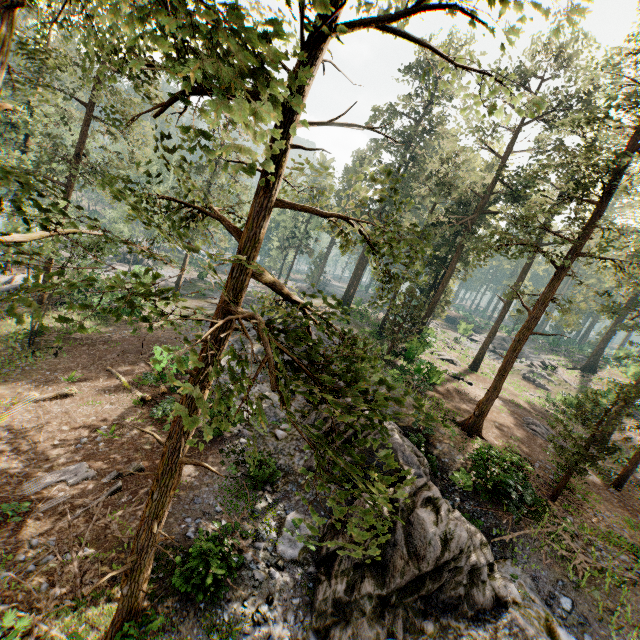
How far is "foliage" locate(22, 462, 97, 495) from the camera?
11.1 meters

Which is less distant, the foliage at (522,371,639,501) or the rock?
the rock

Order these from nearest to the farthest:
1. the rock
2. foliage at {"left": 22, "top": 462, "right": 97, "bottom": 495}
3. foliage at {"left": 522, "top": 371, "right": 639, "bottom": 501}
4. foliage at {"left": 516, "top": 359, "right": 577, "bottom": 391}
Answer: the rock < foliage at {"left": 22, "top": 462, "right": 97, "bottom": 495} < foliage at {"left": 522, "top": 371, "right": 639, "bottom": 501} < foliage at {"left": 516, "top": 359, "right": 577, "bottom": 391}

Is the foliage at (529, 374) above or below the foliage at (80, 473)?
above

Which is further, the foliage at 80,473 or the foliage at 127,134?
the foliage at 80,473

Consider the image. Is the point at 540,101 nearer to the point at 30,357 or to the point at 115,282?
the point at 115,282
